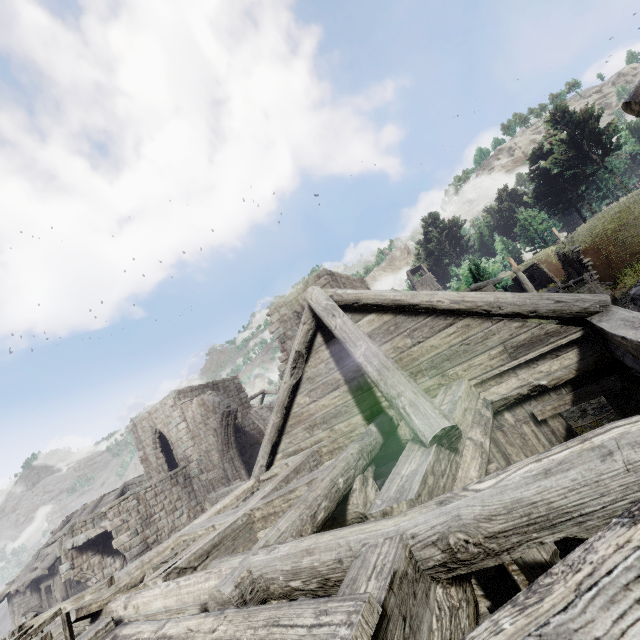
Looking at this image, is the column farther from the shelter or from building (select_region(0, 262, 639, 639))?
the shelter

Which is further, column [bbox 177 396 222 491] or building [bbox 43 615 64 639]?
column [bbox 177 396 222 491]

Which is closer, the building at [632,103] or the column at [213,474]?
the building at [632,103]

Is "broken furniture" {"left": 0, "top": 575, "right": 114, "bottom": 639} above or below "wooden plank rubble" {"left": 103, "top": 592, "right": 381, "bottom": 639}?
above

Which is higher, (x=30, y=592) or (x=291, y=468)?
(x=291, y=468)

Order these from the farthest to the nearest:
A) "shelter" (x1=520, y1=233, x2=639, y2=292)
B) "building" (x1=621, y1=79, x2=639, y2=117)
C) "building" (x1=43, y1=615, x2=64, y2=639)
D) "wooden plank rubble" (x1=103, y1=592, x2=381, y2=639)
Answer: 1. "shelter" (x1=520, y1=233, x2=639, y2=292)
2. "building" (x1=621, y1=79, x2=639, y2=117)
3. "building" (x1=43, y1=615, x2=64, y2=639)
4. "wooden plank rubble" (x1=103, y1=592, x2=381, y2=639)

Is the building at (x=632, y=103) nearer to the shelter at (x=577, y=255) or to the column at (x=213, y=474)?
the column at (x=213, y=474)

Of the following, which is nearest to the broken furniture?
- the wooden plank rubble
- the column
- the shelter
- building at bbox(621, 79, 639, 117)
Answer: the wooden plank rubble
